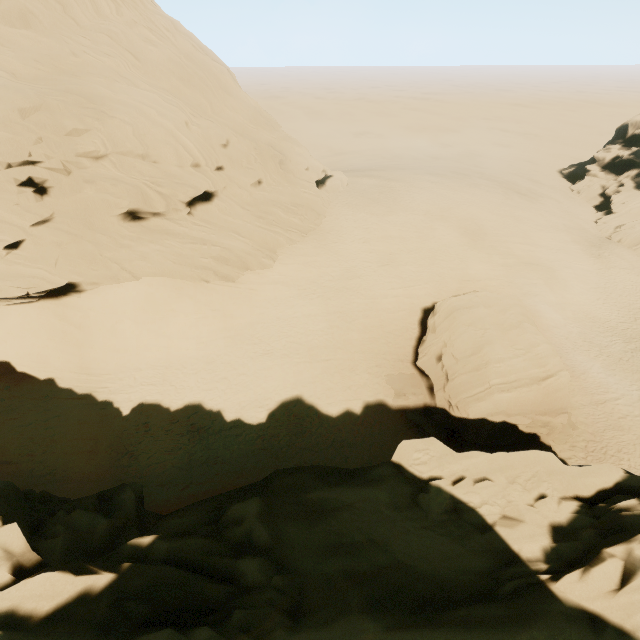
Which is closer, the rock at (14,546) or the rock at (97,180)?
the rock at (14,546)

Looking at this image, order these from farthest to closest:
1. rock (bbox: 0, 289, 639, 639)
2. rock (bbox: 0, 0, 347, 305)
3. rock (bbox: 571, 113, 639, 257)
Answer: rock (bbox: 571, 113, 639, 257) → rock (bbox: 0, 0, 347, 305) → rock (bbox: 0, 289, 639, 639)

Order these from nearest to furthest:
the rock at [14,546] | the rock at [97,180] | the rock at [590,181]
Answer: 1. the rock at [14,546]
2. the rock at [97,180]
3. the rock at [590,181]

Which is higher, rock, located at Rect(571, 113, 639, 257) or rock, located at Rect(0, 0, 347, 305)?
rock, located at Rect(0, 0, 347, 305)

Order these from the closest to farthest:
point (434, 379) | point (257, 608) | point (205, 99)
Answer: point (257, 608) → point (434, 379) → point (205, 99)

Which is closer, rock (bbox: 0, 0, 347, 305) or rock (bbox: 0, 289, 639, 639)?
rock (bbox: 0, 289, 639, 639)
